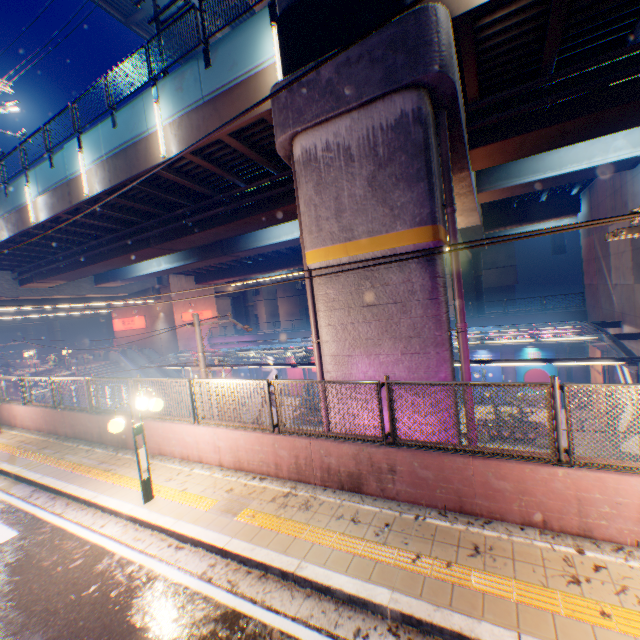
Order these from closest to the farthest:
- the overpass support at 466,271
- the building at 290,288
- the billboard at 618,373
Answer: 1. the billboard at 618,373
2. the overpass support at 466,271
3. the building at 290,288

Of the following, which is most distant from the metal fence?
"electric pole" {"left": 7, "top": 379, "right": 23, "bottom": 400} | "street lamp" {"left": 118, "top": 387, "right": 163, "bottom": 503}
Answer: "electric pole" {"left": 7, "top": 379, "right": 23, "bottom": 400}

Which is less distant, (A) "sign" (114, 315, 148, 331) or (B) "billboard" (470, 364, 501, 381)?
(B) "billboard" (470, 364, 501, 381)

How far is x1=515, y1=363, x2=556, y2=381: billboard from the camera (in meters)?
23.67

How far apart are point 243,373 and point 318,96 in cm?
3398

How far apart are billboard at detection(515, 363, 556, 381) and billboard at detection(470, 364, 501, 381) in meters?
0.8

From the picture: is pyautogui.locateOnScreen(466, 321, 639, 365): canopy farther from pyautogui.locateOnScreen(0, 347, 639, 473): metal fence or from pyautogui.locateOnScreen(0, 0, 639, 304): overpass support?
pyautogui.locateOnScreen(0, 0, 639, 304): overpass support

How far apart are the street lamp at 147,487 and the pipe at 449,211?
6.7m
